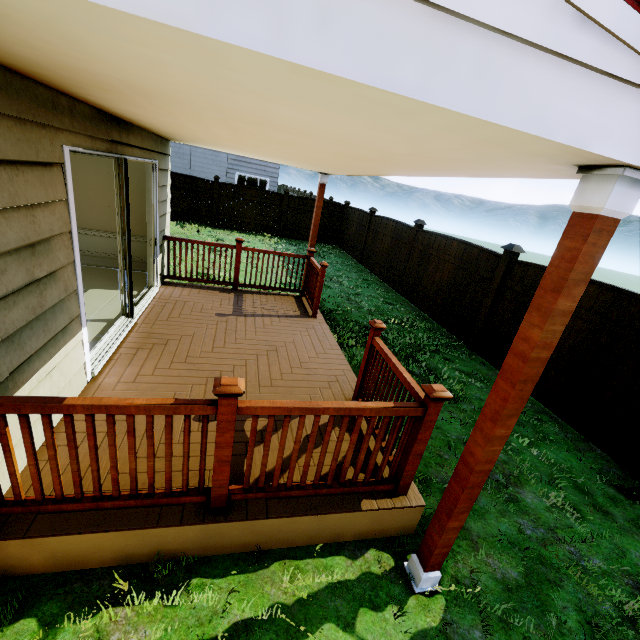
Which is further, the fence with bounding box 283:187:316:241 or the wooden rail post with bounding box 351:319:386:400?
the fence with bounding box 283:187:316:241

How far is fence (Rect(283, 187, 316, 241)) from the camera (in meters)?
15.41

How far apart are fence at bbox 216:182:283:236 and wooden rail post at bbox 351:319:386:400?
13.31m

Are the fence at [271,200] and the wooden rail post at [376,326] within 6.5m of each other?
no

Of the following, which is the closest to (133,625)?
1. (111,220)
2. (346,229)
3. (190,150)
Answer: (111,220)

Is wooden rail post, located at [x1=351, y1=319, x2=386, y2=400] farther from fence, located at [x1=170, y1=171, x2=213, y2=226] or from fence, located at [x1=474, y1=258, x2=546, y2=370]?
fence, located at [x1=170, y1=171, x2=213, y2=226]

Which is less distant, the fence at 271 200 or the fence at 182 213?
the fence at 182 213

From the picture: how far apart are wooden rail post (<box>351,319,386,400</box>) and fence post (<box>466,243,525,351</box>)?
4.03m
